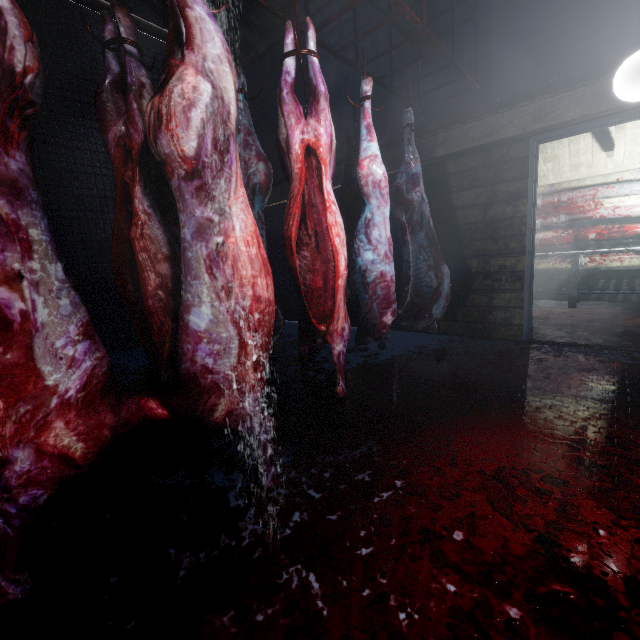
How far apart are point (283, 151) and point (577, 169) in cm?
569

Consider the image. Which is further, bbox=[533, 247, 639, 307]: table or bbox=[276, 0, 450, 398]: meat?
bbox=[533, 247, 639, 307]: table

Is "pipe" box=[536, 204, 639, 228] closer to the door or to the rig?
the door

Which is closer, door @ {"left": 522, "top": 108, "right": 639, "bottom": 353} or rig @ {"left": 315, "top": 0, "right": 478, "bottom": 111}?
rig @ {"left": 315, "top": 0, "right": 478, "bottom": 111}

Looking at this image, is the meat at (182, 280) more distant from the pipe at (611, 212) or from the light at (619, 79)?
the pipe at (611, 212)

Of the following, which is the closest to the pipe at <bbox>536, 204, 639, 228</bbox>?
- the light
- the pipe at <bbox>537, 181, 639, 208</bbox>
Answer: the pipe at <bbox>537, 181, 639, 208</bbox>

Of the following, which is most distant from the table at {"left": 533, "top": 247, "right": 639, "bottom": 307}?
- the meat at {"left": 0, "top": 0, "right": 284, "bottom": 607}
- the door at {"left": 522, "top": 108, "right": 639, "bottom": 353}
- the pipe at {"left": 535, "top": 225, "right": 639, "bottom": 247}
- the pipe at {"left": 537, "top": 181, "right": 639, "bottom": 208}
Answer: the meat at {"left": 0, "top": 0, "right": 284, "bottom": 607}

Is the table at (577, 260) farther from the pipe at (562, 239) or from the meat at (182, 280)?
the meat at (182, 280)
